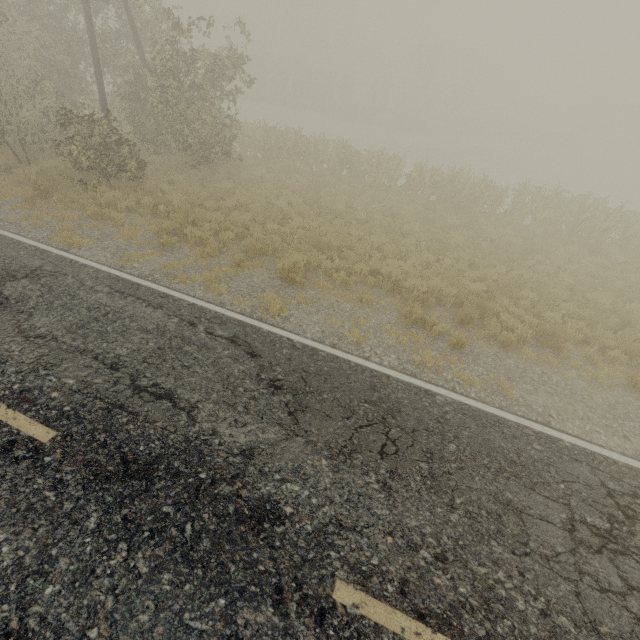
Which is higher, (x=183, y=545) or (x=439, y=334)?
(x=183, y=545)
